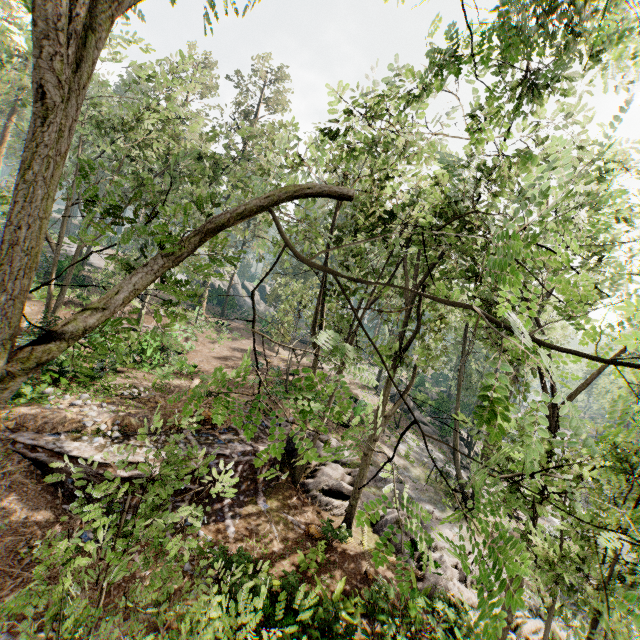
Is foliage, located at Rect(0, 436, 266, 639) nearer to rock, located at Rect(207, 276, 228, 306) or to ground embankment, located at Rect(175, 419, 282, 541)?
ground embankment, located at Rect(175, 419, 282, 541)

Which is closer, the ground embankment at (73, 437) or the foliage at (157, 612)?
the foliage at (157, 612)

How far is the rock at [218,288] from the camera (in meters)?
47.75

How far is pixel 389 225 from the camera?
18.7 meters

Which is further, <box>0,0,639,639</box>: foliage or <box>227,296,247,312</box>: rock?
<box>227,296,247,312</box>: rock

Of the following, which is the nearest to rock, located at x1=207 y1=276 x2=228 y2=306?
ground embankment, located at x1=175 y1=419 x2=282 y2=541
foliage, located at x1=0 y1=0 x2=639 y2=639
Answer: foliage, located at x1=0 y1=0 x2=639 y2=639

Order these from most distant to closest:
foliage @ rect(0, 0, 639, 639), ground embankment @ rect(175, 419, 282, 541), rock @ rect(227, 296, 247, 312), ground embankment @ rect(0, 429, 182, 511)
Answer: rock @ rect(227, 296, 247, 312)
ground embankment @ rect(175, 419, 282, 541)
ground embankment @ rect(0, 429, 182, 511)
foliage @ rect(0, 0, 639, 639)
